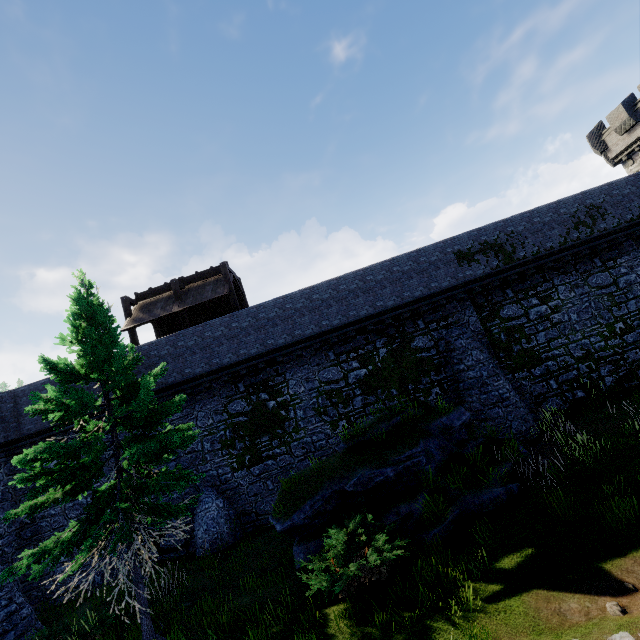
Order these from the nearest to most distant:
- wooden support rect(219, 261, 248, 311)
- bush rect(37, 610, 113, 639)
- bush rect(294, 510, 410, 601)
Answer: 1. bush rect(294, 510, 410, 601)
2. bush rect(37, 610, 113, 639)
3. wooden support rect(219, 261, 248, 311)

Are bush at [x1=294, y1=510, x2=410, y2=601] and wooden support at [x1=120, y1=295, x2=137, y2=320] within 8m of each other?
no

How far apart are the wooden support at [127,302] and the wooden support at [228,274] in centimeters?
559cm

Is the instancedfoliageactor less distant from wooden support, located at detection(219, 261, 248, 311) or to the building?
wooden support, located at detection(219, 261, 248, 311)

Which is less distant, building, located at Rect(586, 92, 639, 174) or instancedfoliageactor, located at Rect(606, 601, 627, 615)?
instancedfoliageactor, located at Rect(606, 601, 627, 615)

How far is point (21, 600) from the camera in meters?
12.2

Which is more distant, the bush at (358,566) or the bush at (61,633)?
the bush at (61,633)

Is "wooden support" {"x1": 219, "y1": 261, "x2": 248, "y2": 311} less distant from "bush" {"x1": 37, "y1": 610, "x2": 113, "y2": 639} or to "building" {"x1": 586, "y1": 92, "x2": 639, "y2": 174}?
"bush" {"x1": 37, "y1": 610, "x2": 113, "y2": 639}
